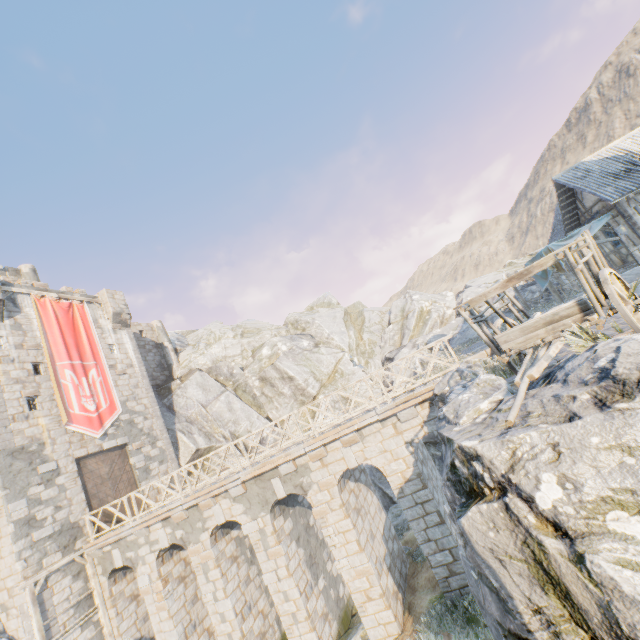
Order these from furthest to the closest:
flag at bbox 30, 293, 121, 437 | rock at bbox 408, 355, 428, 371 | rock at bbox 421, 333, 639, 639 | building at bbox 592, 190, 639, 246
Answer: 1. rock at bbox 408, 355, 428, 371
2. flag at bbox 30, 293, 121, 437
3. building at bbox 592, 190, 639, 246
4. rock at bbox 421, 333, 639, 639

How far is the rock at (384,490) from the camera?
18.9m

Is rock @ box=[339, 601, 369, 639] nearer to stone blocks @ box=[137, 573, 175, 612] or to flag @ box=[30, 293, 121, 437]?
stone blocks @ box=[137, 573, 175, 612]

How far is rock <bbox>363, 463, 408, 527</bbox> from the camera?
18.9m

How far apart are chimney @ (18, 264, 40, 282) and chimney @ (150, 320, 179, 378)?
7.3 meters

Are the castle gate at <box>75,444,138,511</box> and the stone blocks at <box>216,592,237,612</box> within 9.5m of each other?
yes

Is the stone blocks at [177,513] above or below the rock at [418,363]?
below

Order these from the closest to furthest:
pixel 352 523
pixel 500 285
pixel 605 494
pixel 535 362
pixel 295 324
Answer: pixel 605 494 → pixel 535 362 → pixel 500 285 → pixel 352 523 → pixel 295 324
